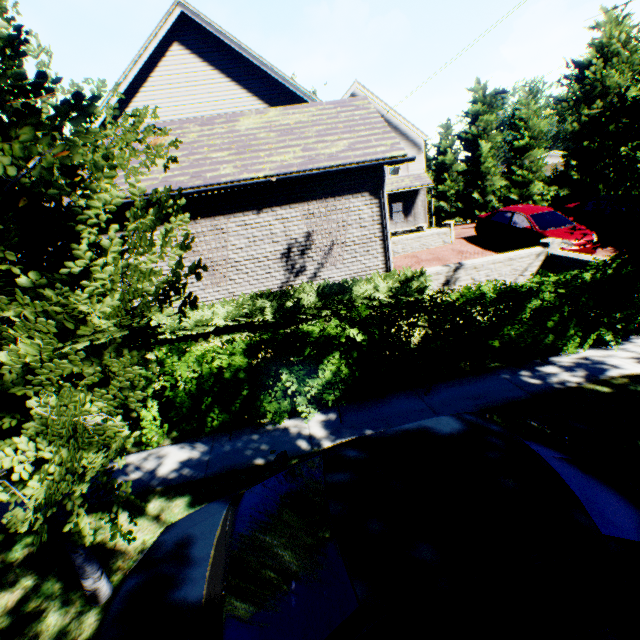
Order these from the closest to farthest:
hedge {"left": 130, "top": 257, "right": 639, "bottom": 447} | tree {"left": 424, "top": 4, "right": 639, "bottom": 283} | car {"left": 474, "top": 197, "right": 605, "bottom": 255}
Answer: A: tree {"left": 424, "top": 4, "right": 639, "bottom": 283}, hedge {"left": 130, "top": 257, "right": 639, "bottom": 447}, car {"left": 474, "top": 197, "right": 605, "bottom": 255}

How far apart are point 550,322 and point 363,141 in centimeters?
671cm

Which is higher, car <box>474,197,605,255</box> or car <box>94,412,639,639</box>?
car <box>474,197,605,255</box>

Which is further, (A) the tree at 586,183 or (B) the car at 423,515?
(A) the tree at 586,183

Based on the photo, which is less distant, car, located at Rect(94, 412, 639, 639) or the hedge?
car, located at Rect(94, 412, 639, 639)

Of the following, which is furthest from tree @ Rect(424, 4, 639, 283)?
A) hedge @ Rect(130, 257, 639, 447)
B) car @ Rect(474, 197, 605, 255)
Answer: car @ Rect(474, 197, 605, 255)

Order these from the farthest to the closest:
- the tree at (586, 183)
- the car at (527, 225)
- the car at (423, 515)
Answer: the car at (527, 225)
the tree at (586, 183)
the car at (423, 515)

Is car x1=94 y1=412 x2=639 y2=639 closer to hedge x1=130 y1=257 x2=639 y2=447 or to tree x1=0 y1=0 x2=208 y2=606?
tree x1=0 y1=0 x2=208 y2=606
